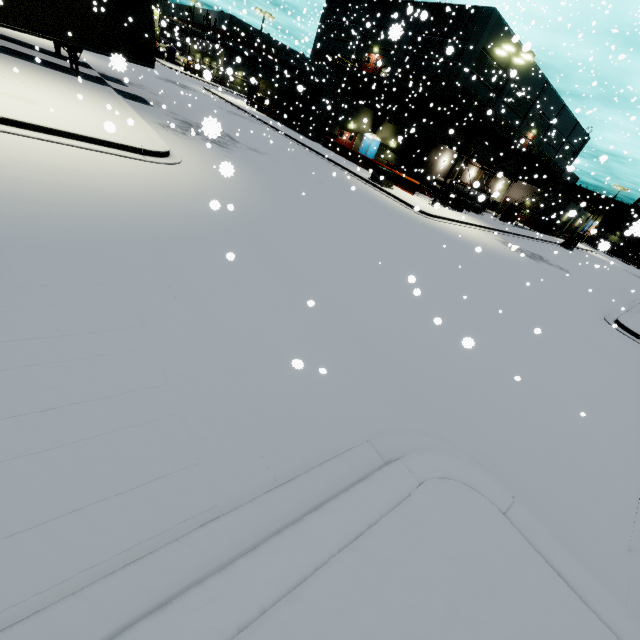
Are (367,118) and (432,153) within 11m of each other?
yes

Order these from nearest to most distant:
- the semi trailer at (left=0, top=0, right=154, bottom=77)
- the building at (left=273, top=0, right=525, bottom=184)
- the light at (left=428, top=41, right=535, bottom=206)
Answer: the semi trailer at (left=0, top=0, right=154, bottom=77), the light at (left=428, top=41, right=535, bottom=206), the building at (left=273, top=0, right=525, bottom=184)

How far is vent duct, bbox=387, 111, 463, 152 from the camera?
31.8m

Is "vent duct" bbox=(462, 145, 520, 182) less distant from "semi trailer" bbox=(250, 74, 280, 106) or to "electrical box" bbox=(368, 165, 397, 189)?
"semi trailer" bbox=(250, 74, 280, 106)

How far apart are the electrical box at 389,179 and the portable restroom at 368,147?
14.2m

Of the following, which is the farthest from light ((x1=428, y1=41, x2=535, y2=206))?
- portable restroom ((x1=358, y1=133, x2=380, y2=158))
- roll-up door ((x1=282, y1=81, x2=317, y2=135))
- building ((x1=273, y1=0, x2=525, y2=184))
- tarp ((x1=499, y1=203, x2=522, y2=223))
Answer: roll-up door ((x1=282, y1=81, x2=317, y2=135))

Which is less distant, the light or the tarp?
the light

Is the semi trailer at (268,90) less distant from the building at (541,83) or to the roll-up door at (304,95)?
the building at (541,83)
